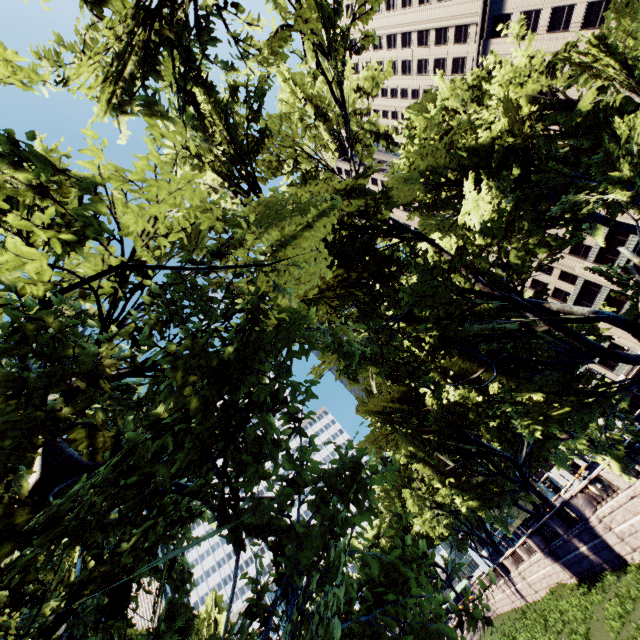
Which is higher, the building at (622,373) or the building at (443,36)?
the building at (443,36)

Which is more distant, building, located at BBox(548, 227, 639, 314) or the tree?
building, located at BBox(548, 227, 639, 314)

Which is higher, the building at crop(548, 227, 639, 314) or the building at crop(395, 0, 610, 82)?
the building at crop(395, 0, 610, 82)

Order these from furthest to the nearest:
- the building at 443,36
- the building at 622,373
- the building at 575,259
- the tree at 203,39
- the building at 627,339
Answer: the building at 622,373 → the building at 627,339 → the building at 575,259 → the building at 443,36 → the tree at 203,39

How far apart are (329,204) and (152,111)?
3.87m
